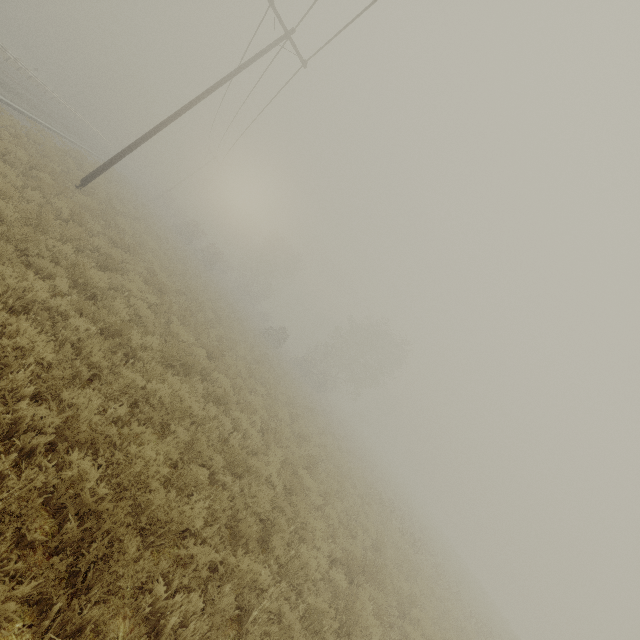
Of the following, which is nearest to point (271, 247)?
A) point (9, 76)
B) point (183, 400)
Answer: point (9, 76)
